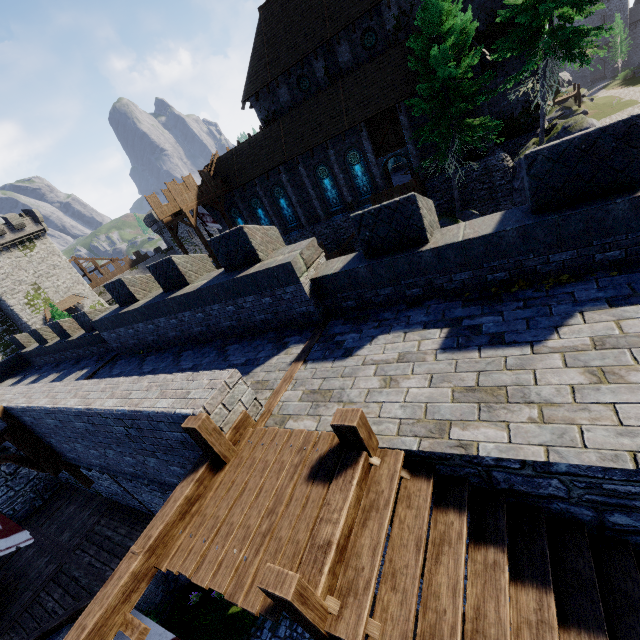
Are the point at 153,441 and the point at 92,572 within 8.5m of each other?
no

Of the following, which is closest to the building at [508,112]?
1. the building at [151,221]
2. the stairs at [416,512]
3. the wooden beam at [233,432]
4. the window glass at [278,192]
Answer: the window glass at [278,192]

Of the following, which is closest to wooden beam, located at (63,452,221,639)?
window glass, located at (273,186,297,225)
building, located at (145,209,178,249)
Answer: window glass, located at (273,186,297,225)

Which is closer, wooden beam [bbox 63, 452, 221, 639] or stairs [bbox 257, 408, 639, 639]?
stairs [bbox 257, 408, 639, 639]

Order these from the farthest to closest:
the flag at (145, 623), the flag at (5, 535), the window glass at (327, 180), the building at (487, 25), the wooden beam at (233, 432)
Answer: the window glass at (327, 180) < the building at (487, 25) < the flag at (5, 535) < the wooden beam at (233, 432) < the flag at (145, 623)

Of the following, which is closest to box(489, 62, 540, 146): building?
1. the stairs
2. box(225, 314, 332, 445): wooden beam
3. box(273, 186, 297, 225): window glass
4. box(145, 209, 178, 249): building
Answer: box(273, 186, 297, 225): window glass

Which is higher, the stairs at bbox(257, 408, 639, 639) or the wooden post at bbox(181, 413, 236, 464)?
the wooden post at bbox(181, 413, 236, 464)

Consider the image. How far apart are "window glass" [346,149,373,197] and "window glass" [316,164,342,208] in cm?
153
